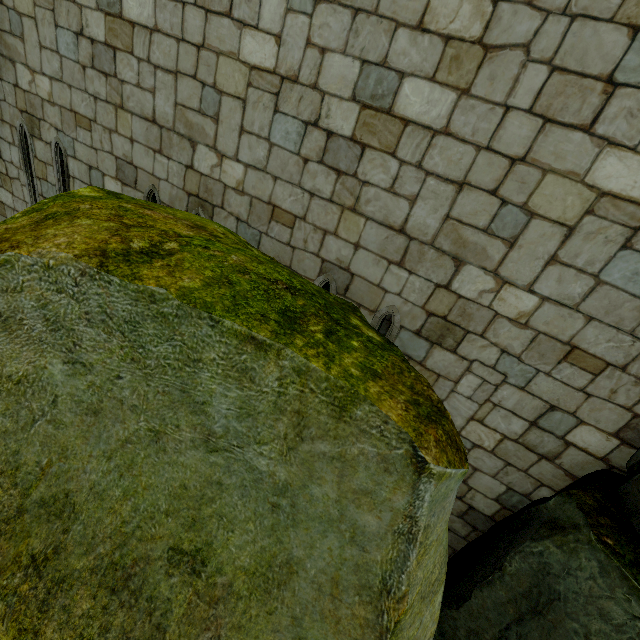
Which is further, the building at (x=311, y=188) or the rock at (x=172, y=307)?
the building at (x=311, y=188)

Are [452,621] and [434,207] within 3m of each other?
no

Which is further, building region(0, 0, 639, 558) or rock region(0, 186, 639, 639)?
building region(0, 0, 639, 558)
